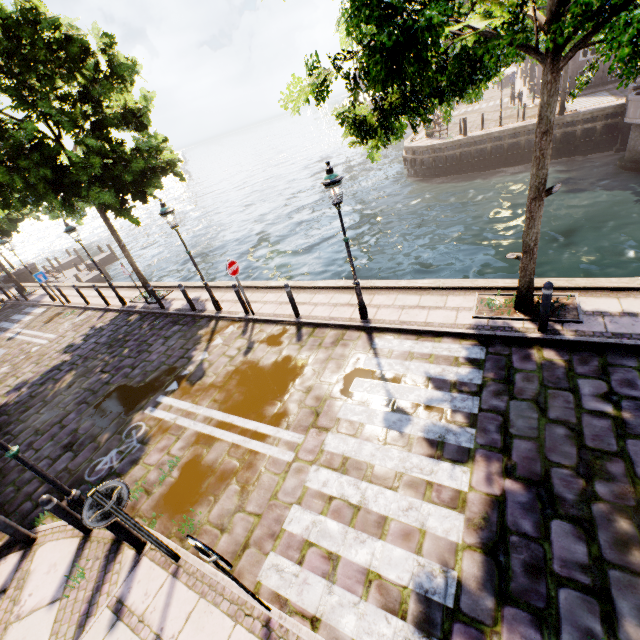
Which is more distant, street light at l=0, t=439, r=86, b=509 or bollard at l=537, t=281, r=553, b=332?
bollard at l=537, t=281, r=553, b=332

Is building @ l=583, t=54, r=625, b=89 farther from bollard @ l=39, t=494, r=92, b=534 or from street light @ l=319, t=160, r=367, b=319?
bollard @ l=39, t=494, r=92, b=534

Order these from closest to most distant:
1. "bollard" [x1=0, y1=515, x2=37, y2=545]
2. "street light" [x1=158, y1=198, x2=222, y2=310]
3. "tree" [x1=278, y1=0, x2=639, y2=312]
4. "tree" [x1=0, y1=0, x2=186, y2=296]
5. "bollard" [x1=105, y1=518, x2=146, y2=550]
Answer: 1. "tree" [x1=278, y1=0, x2=639, y2=312]
2. "bollard" [x1=105, y1=518, x2=146, y2=550]
3. "bollard" [x1=0, y1=515, x2=37, y2=545]
4. "tree" [x1=0, y1=0, x2=186, y2=296]
5. "street light" [x1=158, y1=198, x2=222, y2=310]

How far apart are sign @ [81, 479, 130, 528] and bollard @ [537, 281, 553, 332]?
7.4m

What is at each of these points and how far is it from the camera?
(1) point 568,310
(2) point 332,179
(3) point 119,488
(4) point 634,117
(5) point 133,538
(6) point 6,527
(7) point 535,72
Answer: (1) tree planter, 6.7 meters
(2) street light, 6.4 meters
(3) sign, 4.0 meters
(4) bridge, 15.9 meters
(5) bollard, 4.9 meters
(6) bollard, 5.4 meters
(7) building, 29.3 meters

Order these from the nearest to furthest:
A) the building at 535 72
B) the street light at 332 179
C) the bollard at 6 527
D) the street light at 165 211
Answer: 1. the bollard at 6 527
2. the street light at 332 179
3. the street light at 165 211
4. the building at 535 72

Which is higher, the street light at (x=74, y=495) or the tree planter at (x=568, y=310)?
the street light at (x=74, y=495)

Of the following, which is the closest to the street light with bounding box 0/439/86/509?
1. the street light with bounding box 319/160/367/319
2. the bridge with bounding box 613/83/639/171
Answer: the street light with bounding box 319/160/367/319
